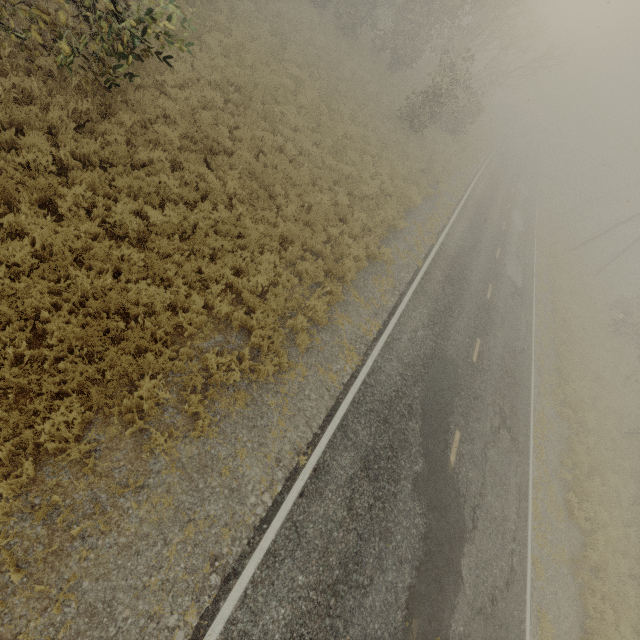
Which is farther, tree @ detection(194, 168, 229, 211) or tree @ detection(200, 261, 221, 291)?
tree @ detection(194, 168, 229, 211)

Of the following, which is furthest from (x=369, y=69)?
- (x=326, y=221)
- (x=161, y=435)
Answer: (x=161, y=435)

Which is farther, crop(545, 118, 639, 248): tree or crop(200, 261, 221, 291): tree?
crop(545, 118, 639, 248): tree

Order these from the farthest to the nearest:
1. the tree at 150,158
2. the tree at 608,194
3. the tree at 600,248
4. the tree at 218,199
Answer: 1. the tree at 608,194
2. the tree at 600,248
3. the tree at 218,199
4. the tree at 150,158

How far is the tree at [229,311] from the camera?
7.6 meters

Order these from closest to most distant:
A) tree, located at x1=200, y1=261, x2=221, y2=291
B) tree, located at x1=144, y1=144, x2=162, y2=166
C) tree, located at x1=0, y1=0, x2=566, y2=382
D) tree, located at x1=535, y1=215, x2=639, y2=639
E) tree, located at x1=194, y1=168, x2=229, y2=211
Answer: tree, located at x1=0, y1=0, x2=566, y2=382 → tree, located at x1=200, y1=261, x2=221, y2=291 → tree, located at x1=144, y1=144, x2=162, y2=166 → tree, located at x1=194, y1=168, x2=229, y2=211 → tree, located at x1=535, y1=215, x2=639, y2=639
